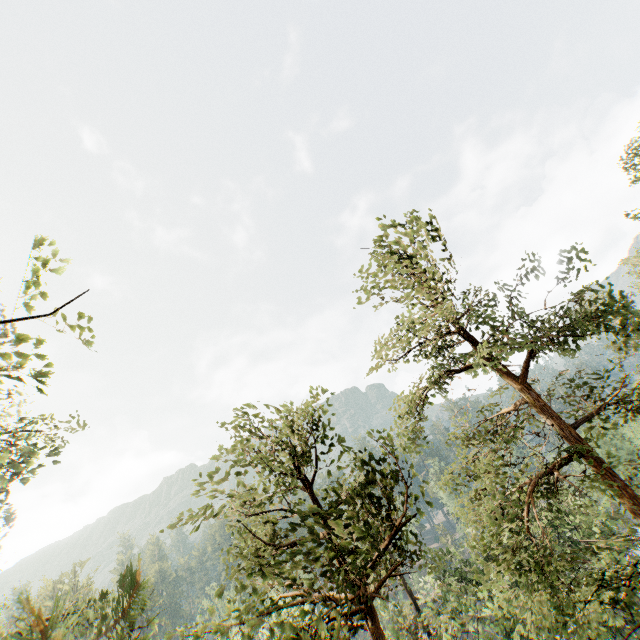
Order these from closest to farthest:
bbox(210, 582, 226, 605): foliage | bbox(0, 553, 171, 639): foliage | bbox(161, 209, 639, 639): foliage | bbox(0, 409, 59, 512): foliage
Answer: bbox(0, 553, 171, 639): foliage, bbox(0, 409, 59, 512): foliage, bbox(161, 209, 639, 639): foliage, bbox(210, 582, 226, 605): foliage

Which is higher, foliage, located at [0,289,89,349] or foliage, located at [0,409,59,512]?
foliage, located at [0,289,89,349]

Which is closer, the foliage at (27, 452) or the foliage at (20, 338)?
the foliage at (20, 338)

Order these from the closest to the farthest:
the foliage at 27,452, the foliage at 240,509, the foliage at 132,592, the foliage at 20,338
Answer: the foliage at 132,592, the foliage at 20,338, the foliage at 27,452, the foliage at 240,509

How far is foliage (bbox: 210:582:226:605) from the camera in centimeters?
842cm

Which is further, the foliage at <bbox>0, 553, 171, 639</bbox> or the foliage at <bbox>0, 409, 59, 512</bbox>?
the foliage at <bbox>0, 409, 59, 512</bbox>

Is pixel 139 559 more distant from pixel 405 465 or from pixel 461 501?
pixel 461 501
